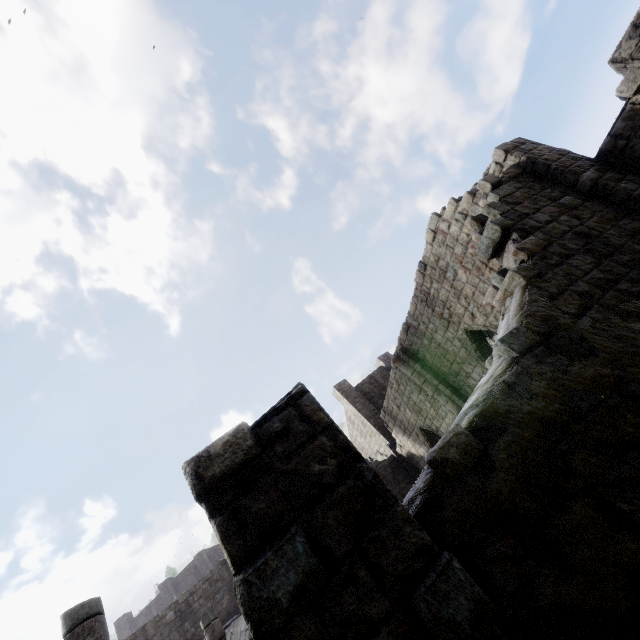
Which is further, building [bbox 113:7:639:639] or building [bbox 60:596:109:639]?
building [bbox 60:596:109:639]

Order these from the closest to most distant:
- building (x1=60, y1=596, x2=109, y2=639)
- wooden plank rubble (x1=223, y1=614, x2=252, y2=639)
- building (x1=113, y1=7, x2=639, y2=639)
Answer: building (x1=113, y1=7, x2=639, y2=639) < building (x1=60, y1=596, x2=109, y2=639) < wooden plank rubble (x1=223, y1=614, x2=252, y2=639)

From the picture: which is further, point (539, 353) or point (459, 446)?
point (539, 353)

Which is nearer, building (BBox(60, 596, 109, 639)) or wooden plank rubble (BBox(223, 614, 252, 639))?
building (BBox(60, 596, 109, 639))

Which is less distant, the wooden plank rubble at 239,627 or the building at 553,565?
the building at 553,565
